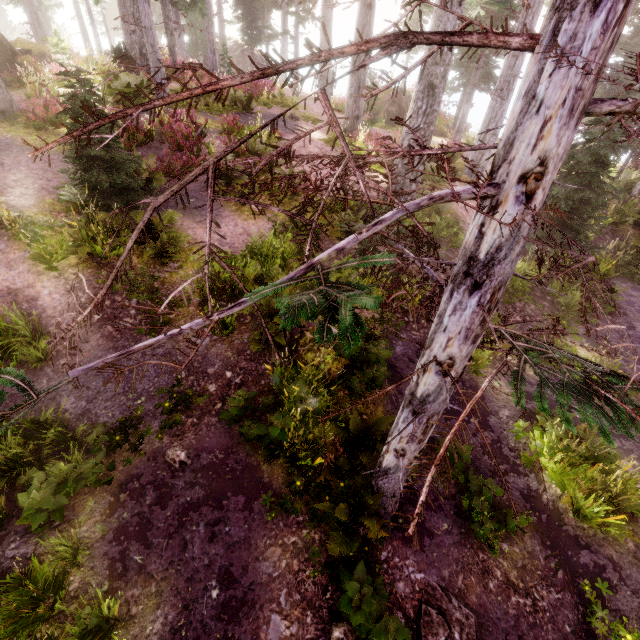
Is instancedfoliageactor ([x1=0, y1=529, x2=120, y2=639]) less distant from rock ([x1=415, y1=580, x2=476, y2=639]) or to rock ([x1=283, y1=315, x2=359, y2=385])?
rock ([x1=283, y1=315, x2=359, y2=385])

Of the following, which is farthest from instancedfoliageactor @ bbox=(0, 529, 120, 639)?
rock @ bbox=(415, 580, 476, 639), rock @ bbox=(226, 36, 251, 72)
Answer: rock @ bbox=(415, 580, 476, 639)

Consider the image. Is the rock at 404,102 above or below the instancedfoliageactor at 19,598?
above

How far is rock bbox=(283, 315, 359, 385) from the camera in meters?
6.9 m

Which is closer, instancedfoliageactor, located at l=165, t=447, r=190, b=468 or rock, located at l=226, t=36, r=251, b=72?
instancedfoliageactor, located at l=165, t=447, r=190, b=468

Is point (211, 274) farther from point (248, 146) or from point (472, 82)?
point (472, 82)

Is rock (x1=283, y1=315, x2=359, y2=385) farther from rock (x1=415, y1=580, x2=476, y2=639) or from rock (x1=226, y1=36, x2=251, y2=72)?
rock (x1=226, y1=36, x2=251, y2=72)

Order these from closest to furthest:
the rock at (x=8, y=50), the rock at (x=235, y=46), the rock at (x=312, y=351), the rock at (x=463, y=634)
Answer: the rock at (x=463, y=634) < the rock at (x=312, y=351) < the rock at (x=8, y=50) < the rock at (x=235, y=46)
